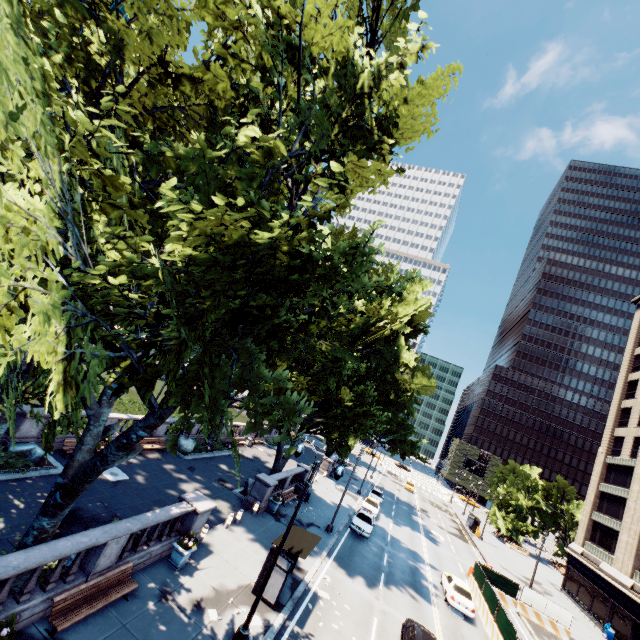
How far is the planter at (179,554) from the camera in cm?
1396

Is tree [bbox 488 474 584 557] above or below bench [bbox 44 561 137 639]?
above

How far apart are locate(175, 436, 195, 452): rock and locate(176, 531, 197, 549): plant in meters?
13.8 m

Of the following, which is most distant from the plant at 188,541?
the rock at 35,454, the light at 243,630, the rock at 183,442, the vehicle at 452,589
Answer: the vehicle at 452,589

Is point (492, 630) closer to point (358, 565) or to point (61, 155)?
point (358, 565)

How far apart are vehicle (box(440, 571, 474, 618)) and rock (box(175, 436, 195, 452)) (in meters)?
22.52

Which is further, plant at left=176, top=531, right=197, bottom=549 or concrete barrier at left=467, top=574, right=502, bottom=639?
concrete barrier at left=467, top=574, right=502, bottom=639

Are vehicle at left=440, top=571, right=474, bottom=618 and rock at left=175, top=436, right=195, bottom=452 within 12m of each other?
no
